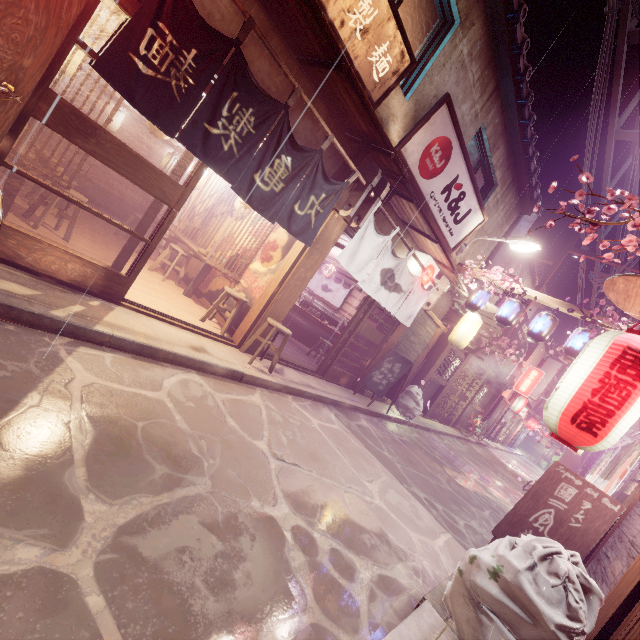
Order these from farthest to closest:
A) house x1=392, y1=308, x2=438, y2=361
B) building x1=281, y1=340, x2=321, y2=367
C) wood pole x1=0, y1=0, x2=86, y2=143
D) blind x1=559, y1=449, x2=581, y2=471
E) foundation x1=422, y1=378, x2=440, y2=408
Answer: blind x1=559, y1=449, x2=581, y2=471 → foundation x1=422, y1=378, x2=440, y2=408 → house x1=392, y1=308, x2=438, y2=361 → building x1=281, y1=340, x2=321, y2=367 → wood pole x1=0, y1=0, x2=86, y2=143

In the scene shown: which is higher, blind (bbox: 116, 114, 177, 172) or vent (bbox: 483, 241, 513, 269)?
vent (bbox: 483, 241, 513, 269)

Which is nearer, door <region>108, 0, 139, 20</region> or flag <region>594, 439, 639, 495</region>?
door <region>108, 0, 139, 20</region>

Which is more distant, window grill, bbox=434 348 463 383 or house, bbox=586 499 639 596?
window grill, bbox=434 348 463 383

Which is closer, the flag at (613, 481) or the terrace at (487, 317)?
the flag at (613, 481)

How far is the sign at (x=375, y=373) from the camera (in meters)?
14.26

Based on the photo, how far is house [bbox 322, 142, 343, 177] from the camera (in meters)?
9.20

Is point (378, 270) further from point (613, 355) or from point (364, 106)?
point (613, 355)
